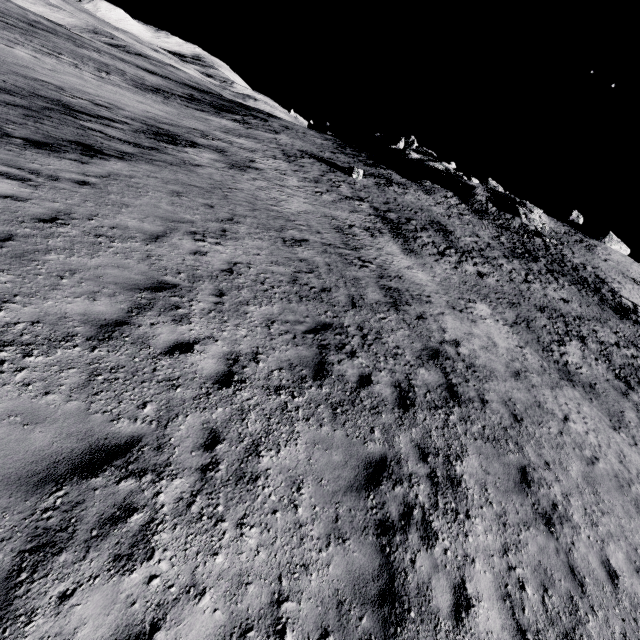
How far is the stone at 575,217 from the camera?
53.8m

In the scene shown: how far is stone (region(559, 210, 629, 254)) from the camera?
53.8m

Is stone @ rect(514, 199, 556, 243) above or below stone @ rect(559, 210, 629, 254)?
below

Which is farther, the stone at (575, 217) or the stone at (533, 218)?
the stone at (575, 217)

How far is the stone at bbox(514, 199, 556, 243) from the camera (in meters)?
41.91

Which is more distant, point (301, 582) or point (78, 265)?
point (78, 265)

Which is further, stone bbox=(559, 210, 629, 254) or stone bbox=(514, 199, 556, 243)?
stone bbox=(559, 210, 629, 254)
